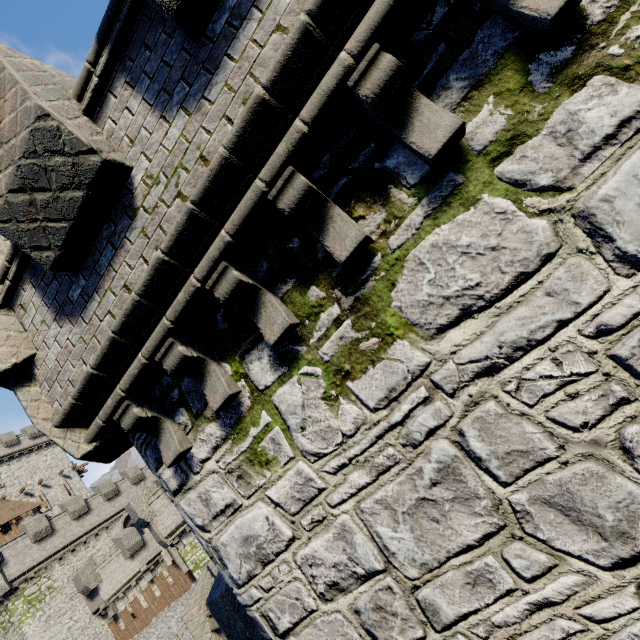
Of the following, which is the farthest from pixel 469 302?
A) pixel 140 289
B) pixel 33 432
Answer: pixel 33 432
